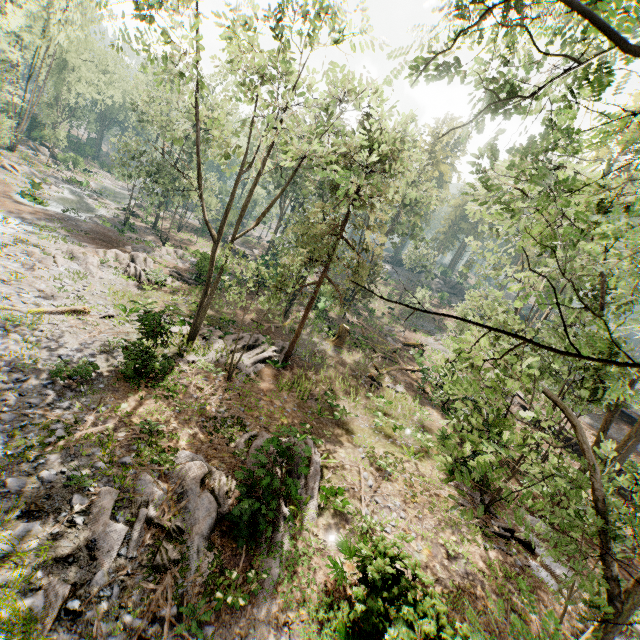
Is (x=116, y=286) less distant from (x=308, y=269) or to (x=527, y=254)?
(x=308, y=269)

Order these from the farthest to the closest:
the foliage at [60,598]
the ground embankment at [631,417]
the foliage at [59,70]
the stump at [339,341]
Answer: the ground embankment at [631,417], the foliage at [59,70], the stump at [339,341], the foliage at [60,598]

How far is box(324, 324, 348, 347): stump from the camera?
26.73m

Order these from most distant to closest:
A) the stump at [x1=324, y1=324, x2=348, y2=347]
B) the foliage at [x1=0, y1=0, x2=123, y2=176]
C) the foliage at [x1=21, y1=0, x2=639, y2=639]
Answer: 1. the foliage at [x1=0, y1=0, x2=123, y2=176]
2. the stump at [x1=324, y1=324, x2=348, y2=347]
3. the foliage at [x1=21, y1=0, x2=639, y2=639]

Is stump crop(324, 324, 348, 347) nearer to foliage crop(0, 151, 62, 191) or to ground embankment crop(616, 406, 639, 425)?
foliage crop(0, 151, 62, 191)

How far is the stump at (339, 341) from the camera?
26.7m
